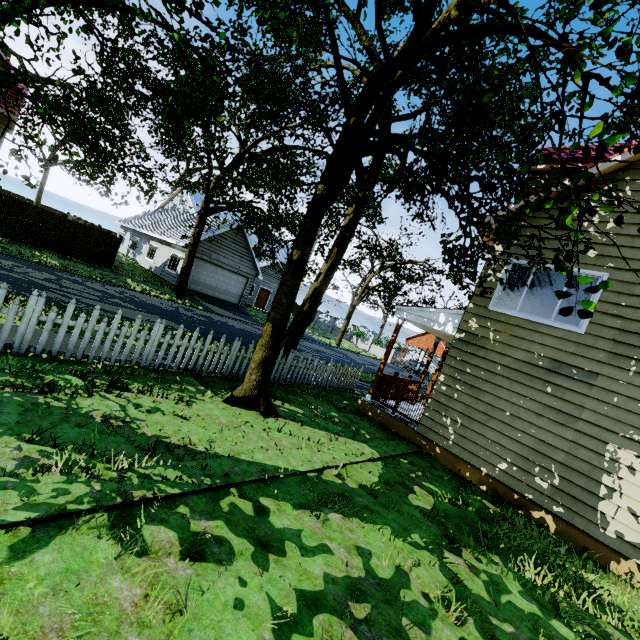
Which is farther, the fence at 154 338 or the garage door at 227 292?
the garage door at 227 292

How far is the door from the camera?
33.8m

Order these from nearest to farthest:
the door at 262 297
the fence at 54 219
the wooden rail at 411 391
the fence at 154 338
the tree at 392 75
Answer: the tree at 392 75 → the fence at 154 338 → the wooden rail at 411 391 → the fence at 54 219 → the door at 262 297

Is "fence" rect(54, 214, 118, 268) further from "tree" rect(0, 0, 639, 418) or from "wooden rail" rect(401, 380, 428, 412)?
"wooden rail" rect(401, 380, 428, 412)

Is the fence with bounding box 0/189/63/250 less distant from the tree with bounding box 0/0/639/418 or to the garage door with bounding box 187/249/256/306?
the tree with bounding box 0/0/639/418

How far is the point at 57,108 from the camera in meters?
9.2

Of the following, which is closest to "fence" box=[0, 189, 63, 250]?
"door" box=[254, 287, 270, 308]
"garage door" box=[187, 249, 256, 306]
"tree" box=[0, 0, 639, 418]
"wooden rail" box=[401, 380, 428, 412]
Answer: "tree" box=[0, 0, 639, 418]

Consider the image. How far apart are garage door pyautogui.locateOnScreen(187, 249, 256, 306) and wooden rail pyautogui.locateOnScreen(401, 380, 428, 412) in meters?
17.7 m
